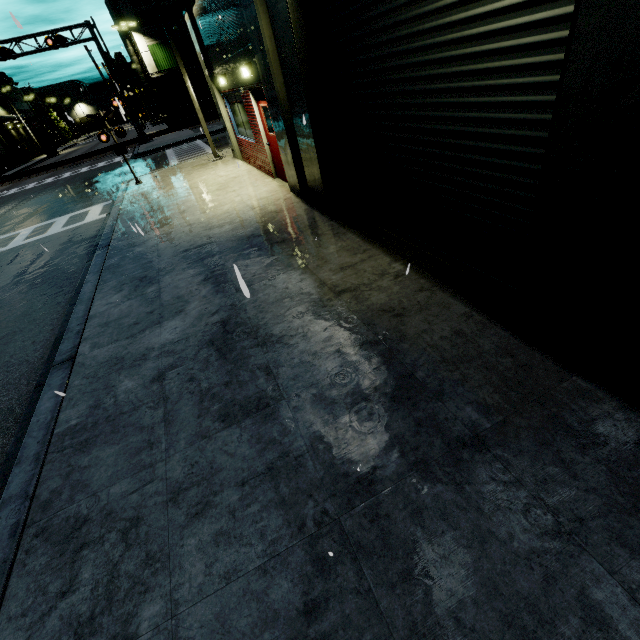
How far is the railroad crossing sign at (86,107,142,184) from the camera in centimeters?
1275cm

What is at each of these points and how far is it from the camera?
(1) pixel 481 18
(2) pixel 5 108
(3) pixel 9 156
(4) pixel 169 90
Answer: (1) roll-up door, 2.9m
(2) building, 54.4m
(3) roll-up door, 48.8m
(4) cargo car, 34.9m

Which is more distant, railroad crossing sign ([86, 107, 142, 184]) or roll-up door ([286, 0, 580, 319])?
railroad crossing sign ([86, 107, 142, 184])

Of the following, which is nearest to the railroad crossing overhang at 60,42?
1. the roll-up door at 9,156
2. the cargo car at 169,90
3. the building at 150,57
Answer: the cargo car at 169,90

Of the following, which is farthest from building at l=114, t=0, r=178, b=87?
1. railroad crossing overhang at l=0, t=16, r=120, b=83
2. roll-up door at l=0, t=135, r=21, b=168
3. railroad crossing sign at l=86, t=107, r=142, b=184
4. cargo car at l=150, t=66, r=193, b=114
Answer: railroad crossing sign at l=86, t=107, r=142, b=184

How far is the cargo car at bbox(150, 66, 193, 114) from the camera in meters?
34.2 m

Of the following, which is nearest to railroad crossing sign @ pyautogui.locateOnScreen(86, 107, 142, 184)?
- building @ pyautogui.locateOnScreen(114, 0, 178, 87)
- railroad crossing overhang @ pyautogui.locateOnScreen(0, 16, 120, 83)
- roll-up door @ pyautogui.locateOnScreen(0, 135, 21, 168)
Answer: building @ pyautogui.locateOnScreen(114, 0, 178, 87)

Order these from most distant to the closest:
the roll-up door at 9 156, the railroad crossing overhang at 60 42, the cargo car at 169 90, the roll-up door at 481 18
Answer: the roll-up door at 9 156, the cargo car at 169 90, the railroad crossing overhang at 60 42, the roll-up door at 481 18
